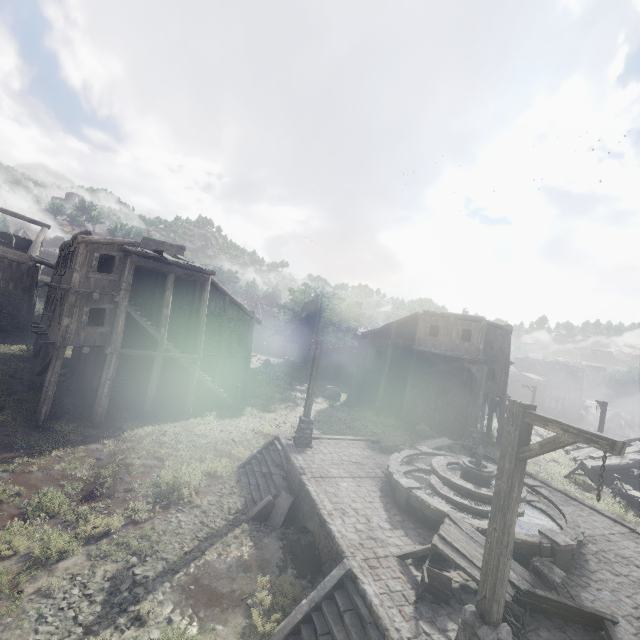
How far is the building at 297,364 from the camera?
42.3 meters

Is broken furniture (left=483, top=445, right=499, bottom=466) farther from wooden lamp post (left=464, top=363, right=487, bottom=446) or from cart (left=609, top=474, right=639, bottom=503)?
cart (left=609, top=474, right=639, bottom=503)

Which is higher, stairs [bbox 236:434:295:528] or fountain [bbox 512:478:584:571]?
fountain [bbox 512:478:584:571]

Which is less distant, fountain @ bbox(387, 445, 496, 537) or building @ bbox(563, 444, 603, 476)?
fountain @ bbox(387, 445, 496, 537)

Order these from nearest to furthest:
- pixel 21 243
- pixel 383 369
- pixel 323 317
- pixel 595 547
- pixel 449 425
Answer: pixel 595 547, pixel 449 425, pixel 21 243, pixel 383 369, pixel 323 317

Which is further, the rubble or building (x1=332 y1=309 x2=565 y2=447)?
building (x1=332 y1=309 x2=565 y2=447)

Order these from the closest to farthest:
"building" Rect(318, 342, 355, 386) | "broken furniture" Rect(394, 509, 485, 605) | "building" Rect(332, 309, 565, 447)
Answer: "broken furniture" Rect(394, 509, 485, 605) < "building" Rect(332, 309, 565, 447) < "building" Rect(318, 342, 355, 386)

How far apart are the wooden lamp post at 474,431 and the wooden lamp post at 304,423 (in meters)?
9.09
